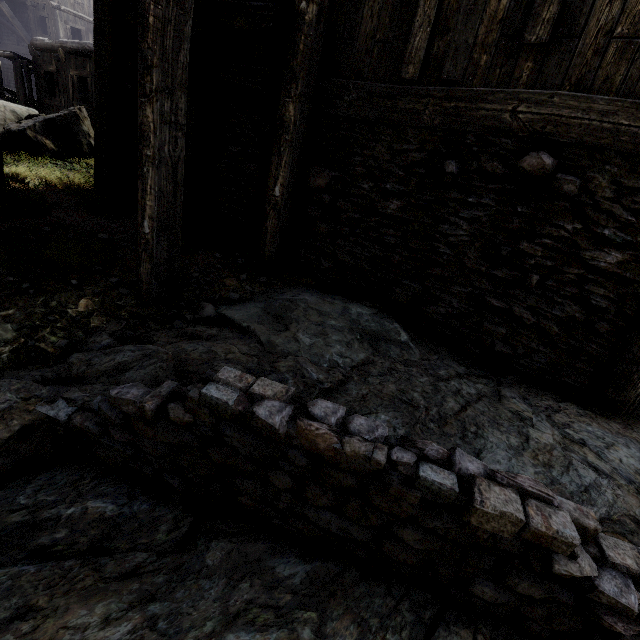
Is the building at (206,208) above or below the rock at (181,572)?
above

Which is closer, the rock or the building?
the rock

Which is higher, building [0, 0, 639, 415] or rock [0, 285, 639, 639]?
building [0, 0, 639, 415]

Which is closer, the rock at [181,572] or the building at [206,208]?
the rock at [181,572]

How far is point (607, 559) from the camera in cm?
146
